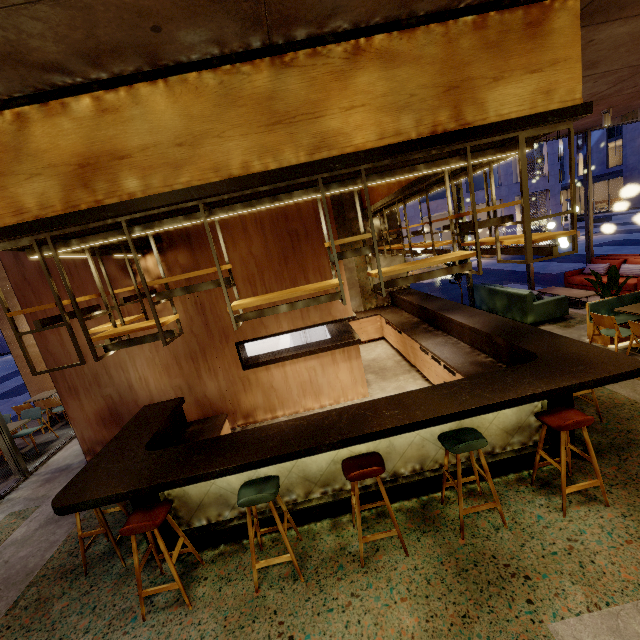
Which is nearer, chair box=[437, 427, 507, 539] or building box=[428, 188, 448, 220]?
chair box=[437, 427, 507, 539]

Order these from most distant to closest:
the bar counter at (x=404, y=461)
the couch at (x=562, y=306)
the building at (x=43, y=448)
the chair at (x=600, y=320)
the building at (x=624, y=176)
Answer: the building at (x=624, y=176) → the couch at (x=562, y=306) → the building at (x=43, y=448) → the chair at (x=600, y=320) → the bar counter at (x=404, y=461)

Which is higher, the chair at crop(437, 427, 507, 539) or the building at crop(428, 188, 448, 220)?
the building at crop(428, 188, 448, 220)

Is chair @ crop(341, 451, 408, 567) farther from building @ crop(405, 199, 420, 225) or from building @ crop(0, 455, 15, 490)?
building @ crop(405, 199, 420, 225)

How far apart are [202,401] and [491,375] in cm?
486

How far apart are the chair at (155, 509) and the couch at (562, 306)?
8.1m

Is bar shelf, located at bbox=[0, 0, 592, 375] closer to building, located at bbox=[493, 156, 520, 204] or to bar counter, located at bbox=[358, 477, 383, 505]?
bar counter, located at bbox=[358, 477, 383, 505]

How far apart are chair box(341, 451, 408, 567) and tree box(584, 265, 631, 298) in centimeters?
625cm
